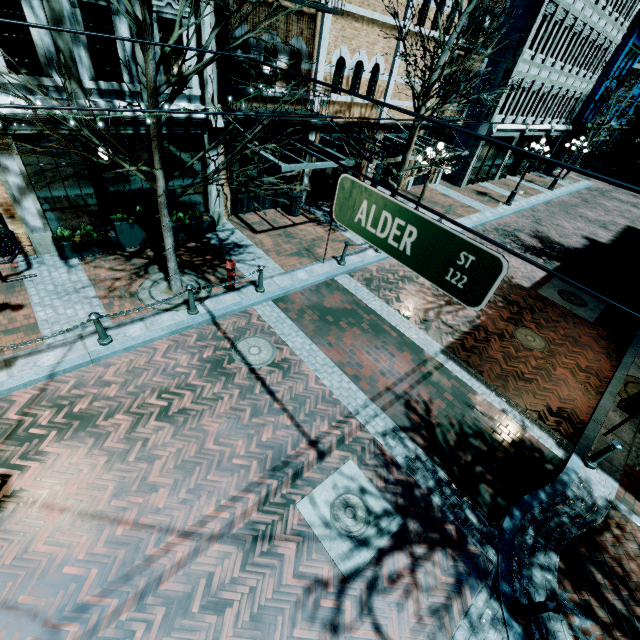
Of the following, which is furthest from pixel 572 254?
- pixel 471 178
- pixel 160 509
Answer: pixel 160 509

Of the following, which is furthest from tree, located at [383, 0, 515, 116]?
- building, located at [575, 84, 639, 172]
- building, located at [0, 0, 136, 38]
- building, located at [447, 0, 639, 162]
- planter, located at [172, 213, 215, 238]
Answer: building, located at [575, 84, 639, 172]

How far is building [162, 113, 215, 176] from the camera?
9.0m

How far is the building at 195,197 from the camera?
10.77m

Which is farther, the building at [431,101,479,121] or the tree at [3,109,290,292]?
the building at [431,101,479,121]

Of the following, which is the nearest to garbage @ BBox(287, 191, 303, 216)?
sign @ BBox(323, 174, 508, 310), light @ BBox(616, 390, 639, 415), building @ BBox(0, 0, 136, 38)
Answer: building @ BBox(0, 0, 136, 38)

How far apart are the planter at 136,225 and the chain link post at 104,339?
3.43m

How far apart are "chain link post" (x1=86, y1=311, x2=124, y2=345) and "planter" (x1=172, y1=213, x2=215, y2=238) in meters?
4.6 m
